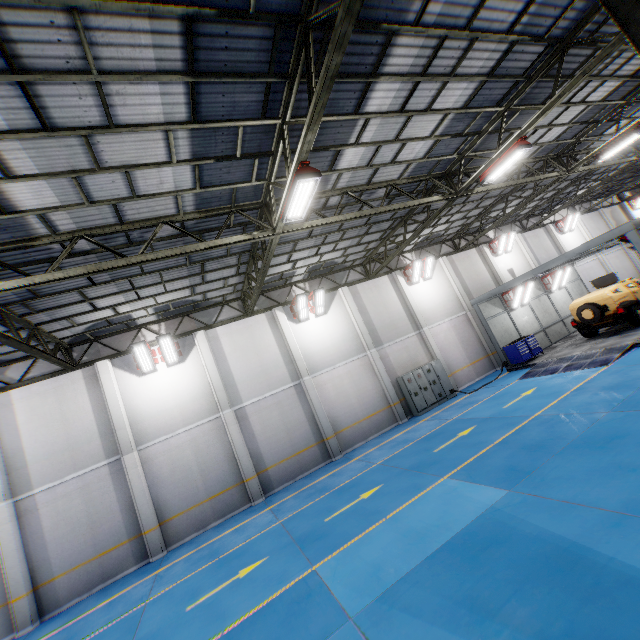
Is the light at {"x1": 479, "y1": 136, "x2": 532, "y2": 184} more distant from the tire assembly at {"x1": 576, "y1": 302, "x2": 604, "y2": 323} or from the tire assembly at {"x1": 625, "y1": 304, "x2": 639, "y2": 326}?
the tire assembly at {"x1": 625, "y1": 304, "x2": 639, "y2": 326}

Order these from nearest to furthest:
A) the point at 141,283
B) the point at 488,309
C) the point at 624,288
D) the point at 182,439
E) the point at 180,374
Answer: the point at 141,283, the point at 182,439, the point at 180,374, the point at 624,288, the point at 488,309

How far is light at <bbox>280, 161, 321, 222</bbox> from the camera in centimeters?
686cm

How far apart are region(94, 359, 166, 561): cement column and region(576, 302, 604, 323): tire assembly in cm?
2097

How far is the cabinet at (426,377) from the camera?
16.94m

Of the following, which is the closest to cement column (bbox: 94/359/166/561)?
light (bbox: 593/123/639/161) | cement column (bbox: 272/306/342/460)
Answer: cement column (bbox: 272/306/342/460)

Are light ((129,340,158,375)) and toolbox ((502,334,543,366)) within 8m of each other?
no

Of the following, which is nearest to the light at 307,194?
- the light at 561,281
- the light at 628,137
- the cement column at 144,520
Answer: the cement column at 144,520
